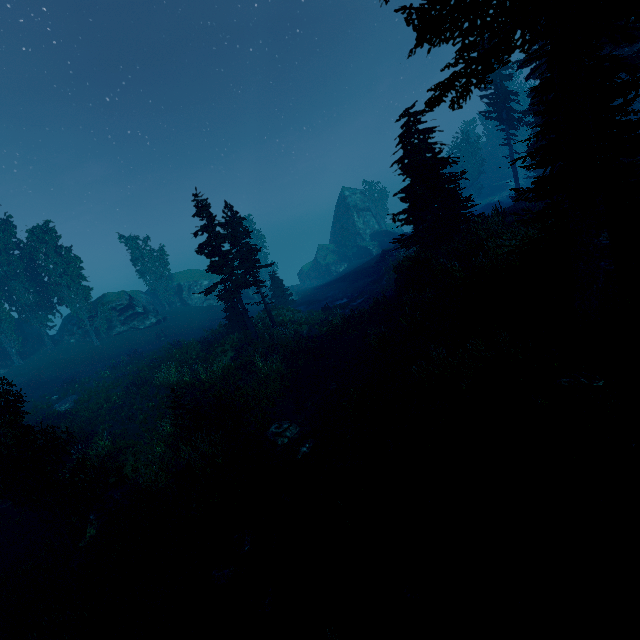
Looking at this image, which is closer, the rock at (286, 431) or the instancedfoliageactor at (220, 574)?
the instancedfoliageactor at (220, 574)

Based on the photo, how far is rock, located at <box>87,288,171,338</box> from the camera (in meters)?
38.22

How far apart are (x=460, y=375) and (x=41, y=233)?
42.7m

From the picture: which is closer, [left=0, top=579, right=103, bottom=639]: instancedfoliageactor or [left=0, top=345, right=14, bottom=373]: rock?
[left=0, top=579, right=103, bottom=639]: instancedfoliageactor

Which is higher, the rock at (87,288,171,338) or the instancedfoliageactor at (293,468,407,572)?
the rock at (87,288,171,338)

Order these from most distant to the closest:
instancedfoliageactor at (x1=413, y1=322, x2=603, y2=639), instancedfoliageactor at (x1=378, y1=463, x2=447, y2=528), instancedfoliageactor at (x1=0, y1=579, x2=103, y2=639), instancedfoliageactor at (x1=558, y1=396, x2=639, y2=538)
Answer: instancedfoliageactor at (x1=0, y1=579, x2=103, y2=639) → instancedfoliageactor at (x1=378, y1=463, x2=447, y2=528) → instancedfoliageactor at (x1=413, y1=322, x2=603, y2=639) → instancedfoliageactor at (x1=558, y1=396, x2=639, y2=538)

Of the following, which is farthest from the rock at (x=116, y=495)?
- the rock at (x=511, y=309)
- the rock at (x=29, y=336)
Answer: the rock at (x=29, y=336)

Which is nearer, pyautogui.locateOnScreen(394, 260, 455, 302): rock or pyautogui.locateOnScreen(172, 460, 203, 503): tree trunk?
pyautogui.locateOnScreen(172, 460, 203, 503): tree trunk
